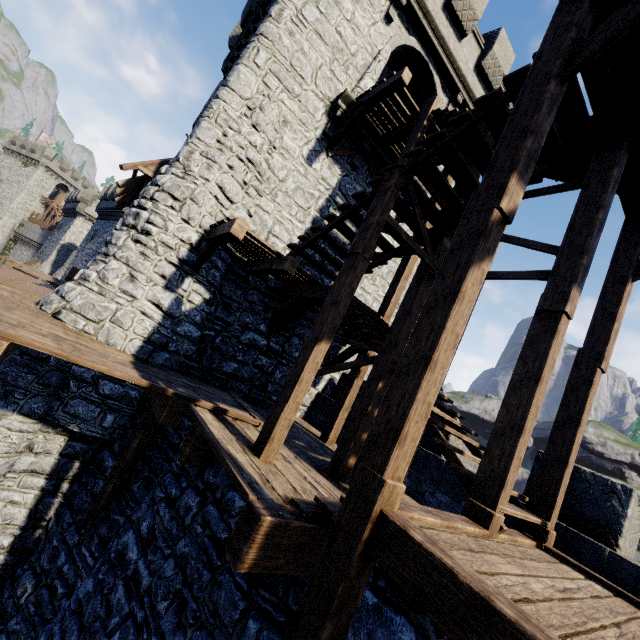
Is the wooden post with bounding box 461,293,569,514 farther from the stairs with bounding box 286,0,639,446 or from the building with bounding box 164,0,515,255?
the building with bounding box 164,0,515,255

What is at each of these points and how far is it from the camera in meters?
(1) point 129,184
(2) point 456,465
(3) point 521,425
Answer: (1) awning, 10.0
(2) stairs, 4.1
(3) wooden post, 3.8

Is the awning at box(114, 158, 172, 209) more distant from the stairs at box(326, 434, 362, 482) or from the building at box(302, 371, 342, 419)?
the stairs at box(326, 434, 362, 482)

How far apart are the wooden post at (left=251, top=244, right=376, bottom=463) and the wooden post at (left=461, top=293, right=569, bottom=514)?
2.4 meters

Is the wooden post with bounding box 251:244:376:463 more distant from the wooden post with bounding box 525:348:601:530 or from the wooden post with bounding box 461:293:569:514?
the wooden post with bounding box 525:348:601:530

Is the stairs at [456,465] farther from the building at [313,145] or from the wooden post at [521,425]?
the building at [313,145]

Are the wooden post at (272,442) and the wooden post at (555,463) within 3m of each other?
no

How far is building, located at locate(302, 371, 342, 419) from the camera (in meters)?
10.80
